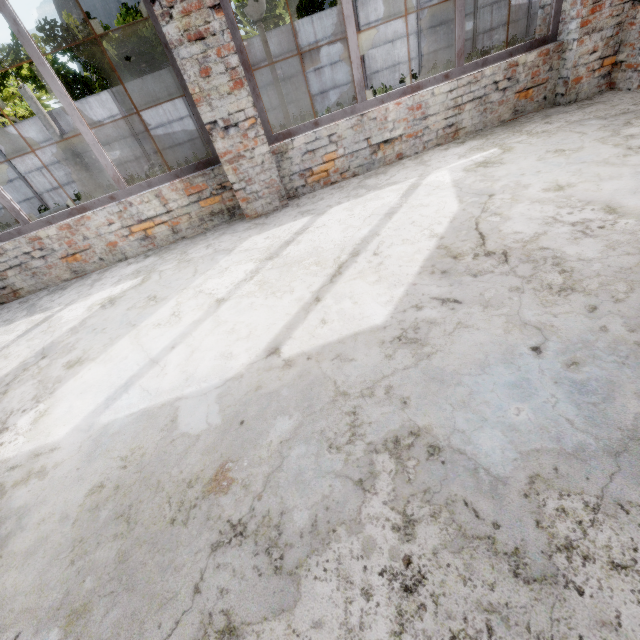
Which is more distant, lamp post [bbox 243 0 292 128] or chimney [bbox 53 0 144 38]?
chimney [bbox 53 0 144 38]

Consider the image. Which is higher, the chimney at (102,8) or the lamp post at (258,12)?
the chimney at (102,8)

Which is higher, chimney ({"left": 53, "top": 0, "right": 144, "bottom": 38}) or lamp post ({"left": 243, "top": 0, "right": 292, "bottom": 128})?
chimney ({"left": 53, "top": 0, "right": 144, "bottom": 38})

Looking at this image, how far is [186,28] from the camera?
3.07m

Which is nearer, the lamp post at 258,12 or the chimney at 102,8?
the lamp post at 258,12
